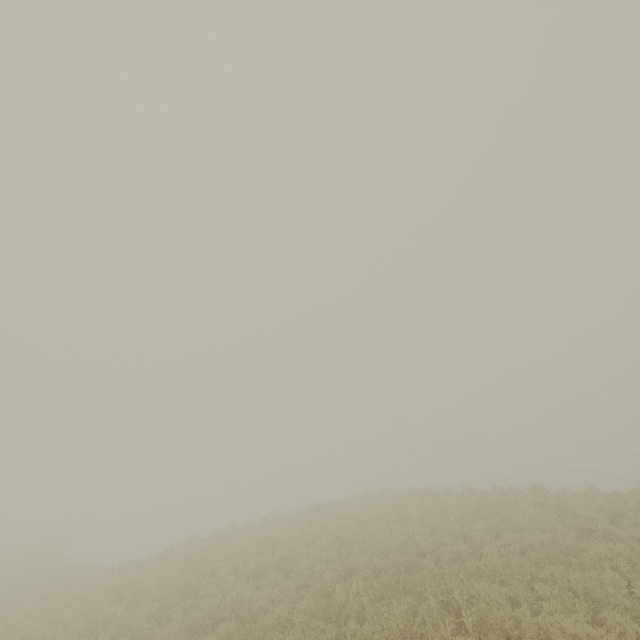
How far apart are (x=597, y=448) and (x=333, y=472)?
32.3m
